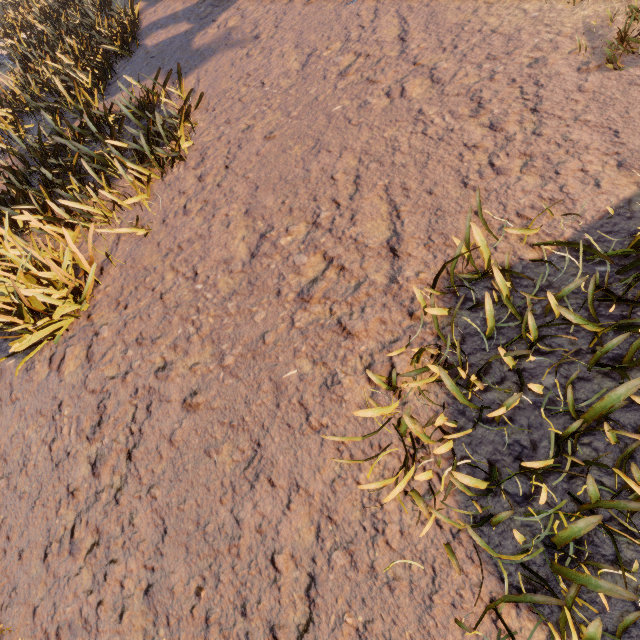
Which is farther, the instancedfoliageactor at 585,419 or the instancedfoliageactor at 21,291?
the instancedfoliageactor at 21,291

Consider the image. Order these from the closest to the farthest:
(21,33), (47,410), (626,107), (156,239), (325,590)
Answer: (325,590) → (626,107) → (47,410) → (156,239) → (21,33)

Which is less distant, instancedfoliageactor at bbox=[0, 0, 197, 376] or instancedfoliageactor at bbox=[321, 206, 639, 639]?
instancedfoliageactor at bbox=[321, 206, 639, 639]
